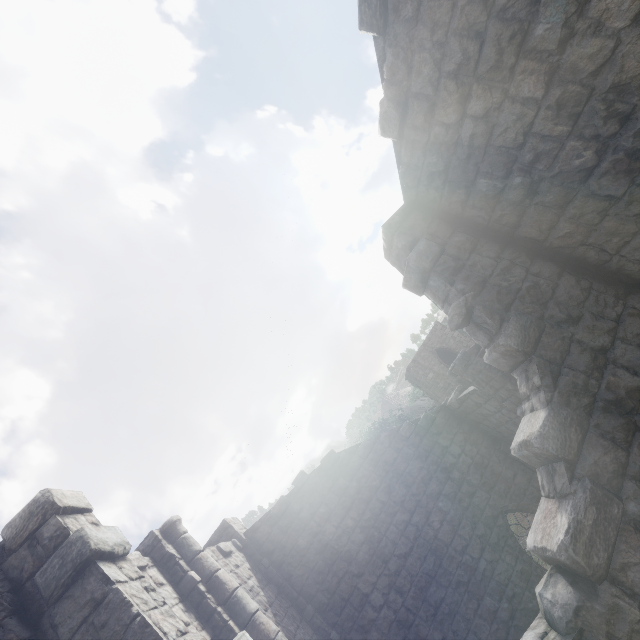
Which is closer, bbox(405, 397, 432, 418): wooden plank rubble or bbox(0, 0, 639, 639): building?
bbox(0, 0, 639, 639): building

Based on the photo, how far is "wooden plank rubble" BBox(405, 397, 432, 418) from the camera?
56.4m

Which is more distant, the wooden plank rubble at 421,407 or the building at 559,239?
the wooden plank rubble at 421,407

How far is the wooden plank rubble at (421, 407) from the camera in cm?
5641

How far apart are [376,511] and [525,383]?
9.2 meters
